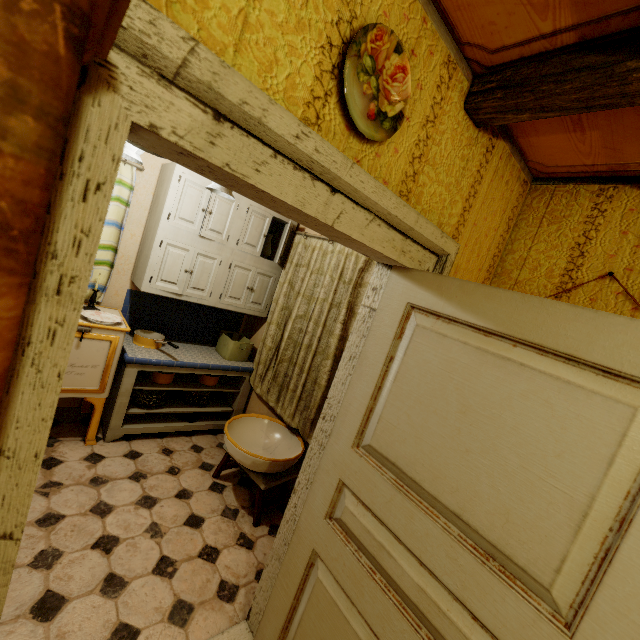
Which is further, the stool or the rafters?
the stool

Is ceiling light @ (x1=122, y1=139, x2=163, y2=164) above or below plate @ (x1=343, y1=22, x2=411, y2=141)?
below

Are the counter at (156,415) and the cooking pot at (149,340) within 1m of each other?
yes

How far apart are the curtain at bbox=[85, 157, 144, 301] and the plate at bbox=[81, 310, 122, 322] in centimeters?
28cm

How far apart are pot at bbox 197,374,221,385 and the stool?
0.8 meters

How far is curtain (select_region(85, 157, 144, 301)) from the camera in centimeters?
271cm

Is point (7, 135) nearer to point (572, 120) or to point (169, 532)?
point (572, 120)

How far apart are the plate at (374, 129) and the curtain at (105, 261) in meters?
2.5 m
